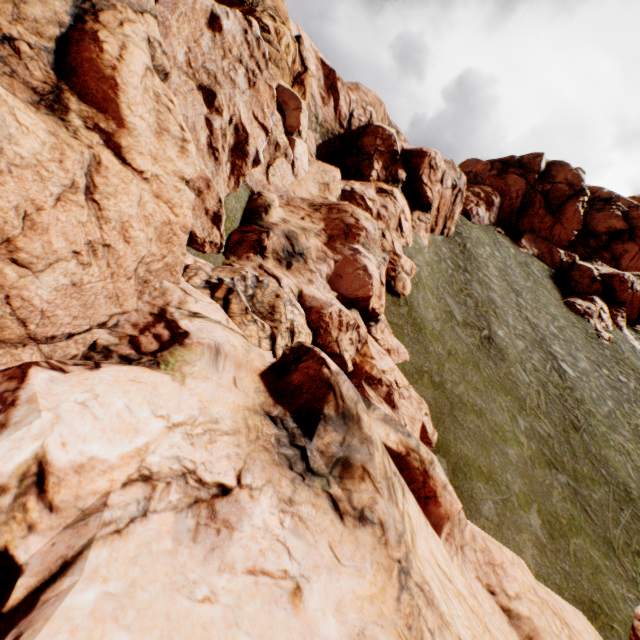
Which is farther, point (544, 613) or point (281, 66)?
point (281, 66)
